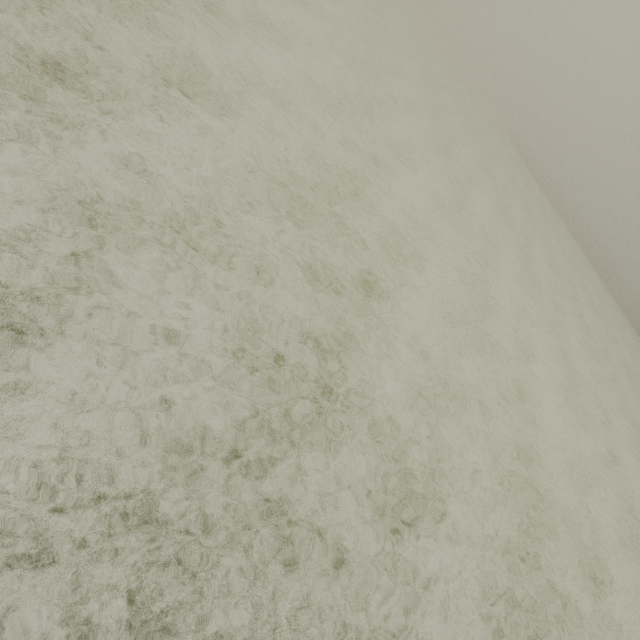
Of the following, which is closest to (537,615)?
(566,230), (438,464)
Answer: (438,464)
